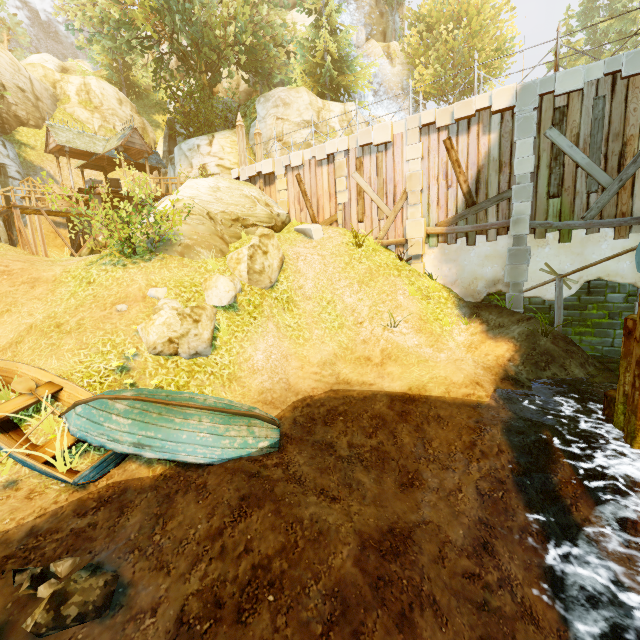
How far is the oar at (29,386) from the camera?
6.2m

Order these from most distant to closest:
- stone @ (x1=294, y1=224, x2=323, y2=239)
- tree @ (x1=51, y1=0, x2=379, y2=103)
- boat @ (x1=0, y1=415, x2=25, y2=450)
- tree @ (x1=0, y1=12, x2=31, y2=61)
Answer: tree @ (x1=0, y1=12, x2=31, y2=61)
tree @ (x1=51, y1=0, x2=379, y2=103)
stone @ (x1=294, y1=224, x2=323, y2=239)
boat @ (x1=0, y1=415, x2=25, y2=450)

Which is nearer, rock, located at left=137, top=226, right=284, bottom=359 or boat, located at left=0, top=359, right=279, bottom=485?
boat, located at left=0, top=359, right=279, bottom=485

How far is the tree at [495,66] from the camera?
30.45m

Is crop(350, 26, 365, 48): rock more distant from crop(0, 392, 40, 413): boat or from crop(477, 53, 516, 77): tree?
crop(0, 392, 40, 413): boat

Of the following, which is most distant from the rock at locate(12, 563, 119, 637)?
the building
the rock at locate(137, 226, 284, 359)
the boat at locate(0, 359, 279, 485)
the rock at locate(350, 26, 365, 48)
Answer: the rock at locate(350, 26, 365, 48)

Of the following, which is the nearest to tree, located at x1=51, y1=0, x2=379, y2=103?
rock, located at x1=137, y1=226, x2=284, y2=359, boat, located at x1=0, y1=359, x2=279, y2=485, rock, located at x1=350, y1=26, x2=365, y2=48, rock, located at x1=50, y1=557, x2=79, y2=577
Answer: rock, located at x1=350, y1=26, x2=365, y2=48

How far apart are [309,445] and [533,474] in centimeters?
459cm
